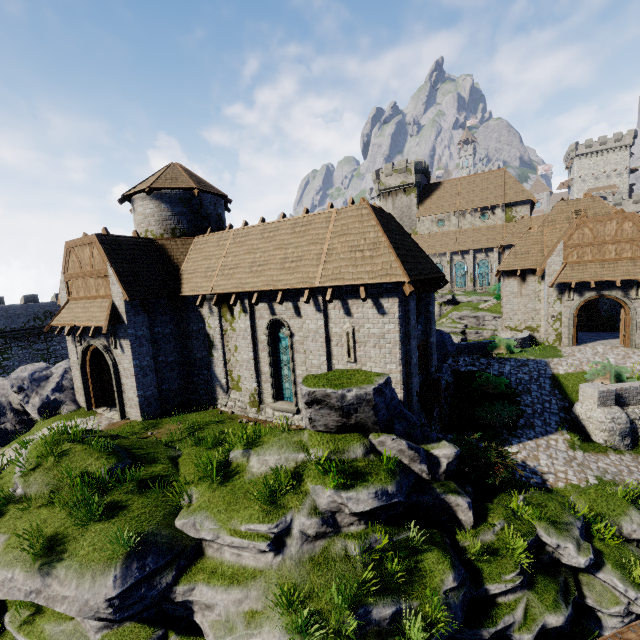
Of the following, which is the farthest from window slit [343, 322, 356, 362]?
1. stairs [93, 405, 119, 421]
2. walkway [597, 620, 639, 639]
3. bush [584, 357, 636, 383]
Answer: bush [584, 357, 636, 383]

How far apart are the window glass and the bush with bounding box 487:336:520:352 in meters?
15.6 m

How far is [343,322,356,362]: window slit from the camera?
12.4 meters

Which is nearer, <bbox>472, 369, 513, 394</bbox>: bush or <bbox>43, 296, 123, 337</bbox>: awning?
<bbox>43, 296, 123, 337</bbox>: awning

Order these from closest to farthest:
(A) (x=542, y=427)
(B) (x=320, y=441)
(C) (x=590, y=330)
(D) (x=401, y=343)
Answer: (B) (x=320, y=441) → (D) (x=401, y=343) → (A) (x=542, y=427) → (C) (x=590, y=330)

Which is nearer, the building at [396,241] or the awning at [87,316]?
the building at [396,241]

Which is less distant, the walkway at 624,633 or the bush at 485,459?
the walkway at 624,633

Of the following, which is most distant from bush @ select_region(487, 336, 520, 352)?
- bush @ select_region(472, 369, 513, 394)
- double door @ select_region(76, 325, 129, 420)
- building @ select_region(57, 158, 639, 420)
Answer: double door @ select_region(76, 325, 129, 420)
